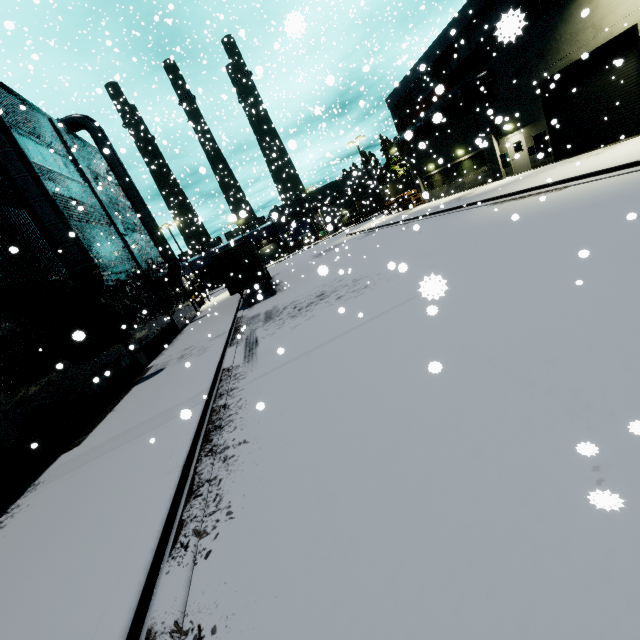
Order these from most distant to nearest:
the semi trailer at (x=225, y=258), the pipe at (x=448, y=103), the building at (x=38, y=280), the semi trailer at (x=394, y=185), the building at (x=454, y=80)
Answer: the semi trailer at (x=394, y=185), the building at (x=454, y=80), the pipe at (x=448, y=103), the semi trailer at (x=225, y=258), the building at (x=38, y=280)

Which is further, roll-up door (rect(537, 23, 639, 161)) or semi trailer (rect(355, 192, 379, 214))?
semi trailer (rect(355, 192, 379, 214))

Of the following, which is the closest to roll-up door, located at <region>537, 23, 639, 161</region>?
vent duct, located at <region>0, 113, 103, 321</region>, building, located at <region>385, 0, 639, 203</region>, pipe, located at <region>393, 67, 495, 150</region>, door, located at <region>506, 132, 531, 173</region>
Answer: building, located at <region>385, 0, 639, 203</region>

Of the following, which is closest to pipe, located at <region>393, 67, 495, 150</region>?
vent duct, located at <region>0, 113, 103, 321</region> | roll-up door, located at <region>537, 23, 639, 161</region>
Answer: vent duct, located at <region>0, 113, 103, 321</region>

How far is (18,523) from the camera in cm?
590

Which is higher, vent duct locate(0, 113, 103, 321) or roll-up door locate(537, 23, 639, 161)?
vent duct locate(0, 113, 103, 321)

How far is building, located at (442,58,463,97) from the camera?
23.1m

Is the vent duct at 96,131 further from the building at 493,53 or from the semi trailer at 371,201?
the semi trailer at 371,201
